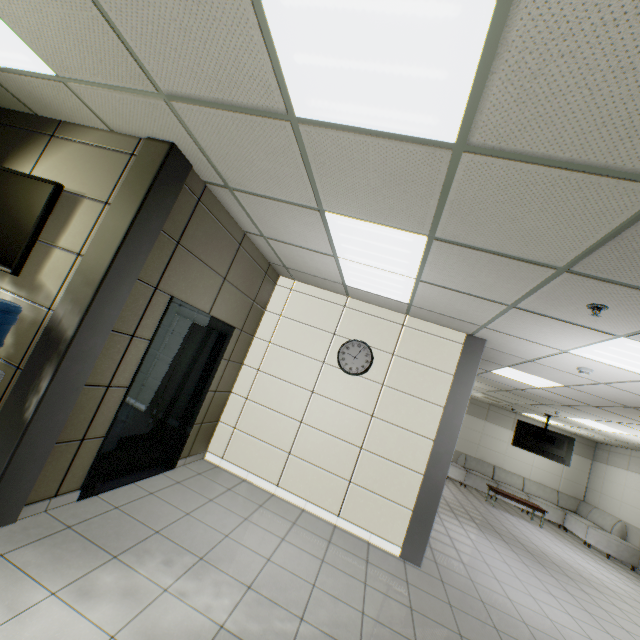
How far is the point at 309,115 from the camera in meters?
1.9

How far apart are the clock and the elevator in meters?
1.6 m

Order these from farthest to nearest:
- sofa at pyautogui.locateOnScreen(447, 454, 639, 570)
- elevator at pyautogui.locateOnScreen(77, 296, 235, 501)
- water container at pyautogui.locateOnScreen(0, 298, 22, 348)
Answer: sofa at pyautogui.locateOnScreen(447, 454, 639, 570) < elevator at pyautogui.locateOnScreen(77, 296, 235, 501) < water container at pyautogui.locateOnScreen(0, 298, 22, 348)

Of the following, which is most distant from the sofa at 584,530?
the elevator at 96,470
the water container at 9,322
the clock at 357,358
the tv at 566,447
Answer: the water container at 9,322

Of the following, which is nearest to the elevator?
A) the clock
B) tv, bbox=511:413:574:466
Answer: the clock

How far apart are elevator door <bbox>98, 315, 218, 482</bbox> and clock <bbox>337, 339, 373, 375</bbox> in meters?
1.8 m

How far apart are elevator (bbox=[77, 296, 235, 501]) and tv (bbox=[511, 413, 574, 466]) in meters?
9.8

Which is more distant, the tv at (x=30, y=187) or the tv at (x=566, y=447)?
the tv at (x=566, y=447)
